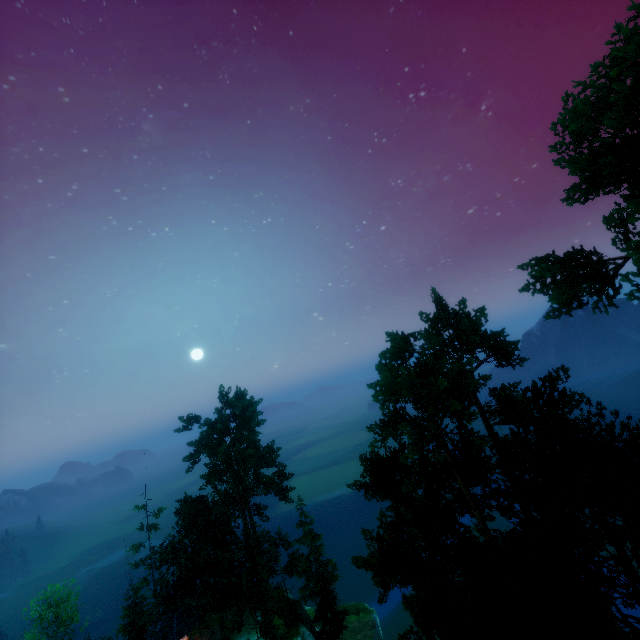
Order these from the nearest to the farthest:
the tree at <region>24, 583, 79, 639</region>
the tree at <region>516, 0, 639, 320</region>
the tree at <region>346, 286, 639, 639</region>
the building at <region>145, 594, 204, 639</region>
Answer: the tree at <region>346, 286, 639, 639</region> < the tree at <region>516, 0, 639, 320</region> < the building at <region>145, 594, 204, 639</region> < the tree at <region>24, 583, 79, 639</region>

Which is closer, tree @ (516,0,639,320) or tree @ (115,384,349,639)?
tree @ (516,0,639,320)

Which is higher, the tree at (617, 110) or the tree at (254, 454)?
the tree at (617, 110)

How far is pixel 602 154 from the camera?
16.53m

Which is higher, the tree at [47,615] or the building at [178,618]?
the tree at [47,615]

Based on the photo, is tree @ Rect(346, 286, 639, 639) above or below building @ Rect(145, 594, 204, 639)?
above

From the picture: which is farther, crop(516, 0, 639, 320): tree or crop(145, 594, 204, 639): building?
crop(145, 594, 204, 639): building
